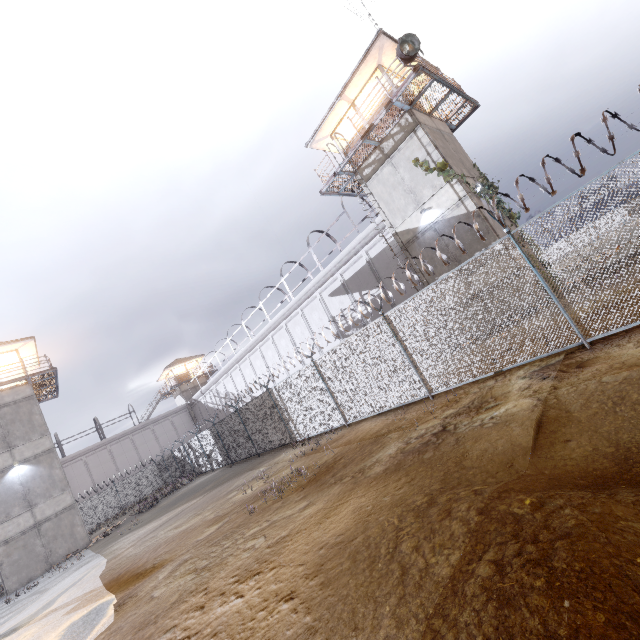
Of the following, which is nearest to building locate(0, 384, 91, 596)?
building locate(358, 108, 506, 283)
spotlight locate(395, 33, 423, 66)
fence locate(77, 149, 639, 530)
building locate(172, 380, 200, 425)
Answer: fence locate(77, 149, 639, 530)

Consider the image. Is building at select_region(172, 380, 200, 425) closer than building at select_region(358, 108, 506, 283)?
No

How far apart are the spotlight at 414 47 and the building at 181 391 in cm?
4517

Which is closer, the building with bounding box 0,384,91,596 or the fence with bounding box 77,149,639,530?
the fence with bounding box 77,149,639,530

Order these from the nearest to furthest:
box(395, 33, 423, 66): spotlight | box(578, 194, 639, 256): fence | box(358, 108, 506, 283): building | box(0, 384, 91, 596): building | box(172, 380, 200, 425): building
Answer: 1. box(578, 194, 639, 256): fence
2. box(395, 33, 423, 66): spotlight
3. box(358, 108, 506, 283): building
4. box(0, 384, 91, 596): building
5. box(172, 380, 200, 425): building

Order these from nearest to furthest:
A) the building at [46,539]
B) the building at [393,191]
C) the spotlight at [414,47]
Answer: the spotlight at [414,47] < the building at [393,191] < the building at [46,539]

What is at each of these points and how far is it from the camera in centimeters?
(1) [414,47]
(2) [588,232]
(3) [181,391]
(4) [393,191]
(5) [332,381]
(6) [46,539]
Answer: (1) spotlight, 1301cm
(2) fence, 616cm
(3) building, 4591cm
(4) building, 1633cm
(5) fence, 1220cm
(6) building, 1986cm
